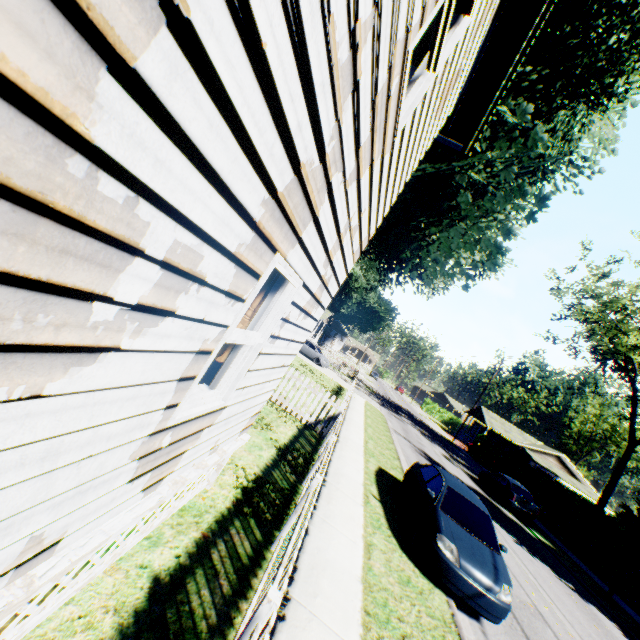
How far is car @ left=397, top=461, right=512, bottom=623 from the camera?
6.2m

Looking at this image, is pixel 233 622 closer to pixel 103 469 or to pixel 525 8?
pixel 103 469

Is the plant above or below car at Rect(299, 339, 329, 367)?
above

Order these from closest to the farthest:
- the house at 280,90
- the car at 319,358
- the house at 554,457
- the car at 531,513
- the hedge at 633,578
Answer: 1. the house at 280,90
2. the hedge at 633,578
3. the car at 531,513
4. the car at 319,358
5. the house at 554,457

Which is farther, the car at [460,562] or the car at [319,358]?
the car at [319,358]

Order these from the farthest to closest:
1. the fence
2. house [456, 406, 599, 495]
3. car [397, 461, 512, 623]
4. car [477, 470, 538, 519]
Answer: house [456, 406, 599, 495]
car [477, 470, 538, 519]
car [397, 461, 512, 623]
the fence

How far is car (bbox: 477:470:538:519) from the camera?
19.05m

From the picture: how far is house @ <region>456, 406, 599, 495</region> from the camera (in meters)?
45.84
